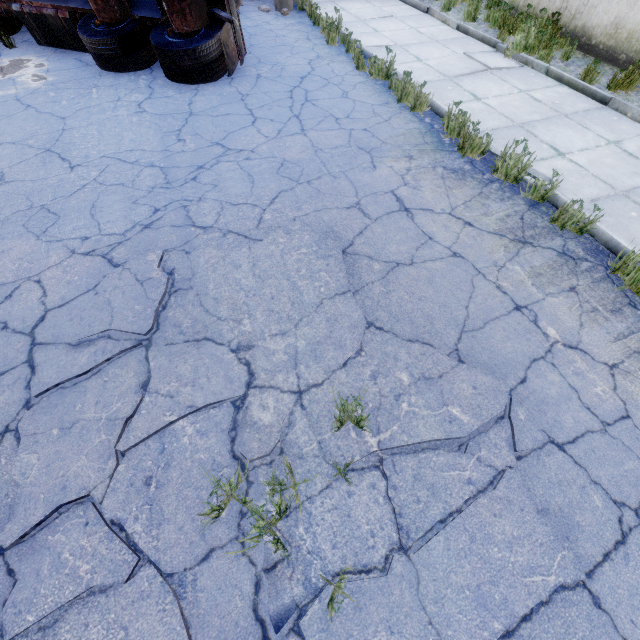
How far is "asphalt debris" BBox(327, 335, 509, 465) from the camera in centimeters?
238cm

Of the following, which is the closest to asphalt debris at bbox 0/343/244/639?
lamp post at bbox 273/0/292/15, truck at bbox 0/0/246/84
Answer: truck at bbox 0/0/246/84

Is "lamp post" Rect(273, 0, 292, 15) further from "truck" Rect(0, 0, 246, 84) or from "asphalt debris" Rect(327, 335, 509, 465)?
"asphalt debris" Rect(327, 335, 509, 465)

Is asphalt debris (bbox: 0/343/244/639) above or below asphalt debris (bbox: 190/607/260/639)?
above

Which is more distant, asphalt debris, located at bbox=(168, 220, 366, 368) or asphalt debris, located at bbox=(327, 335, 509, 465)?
asphalt debris, located at bbox=(168, 220, 366, 368)

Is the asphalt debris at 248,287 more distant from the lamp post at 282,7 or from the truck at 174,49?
the lamp post at 282,7

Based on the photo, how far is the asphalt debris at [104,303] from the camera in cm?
293

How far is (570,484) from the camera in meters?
2.3
